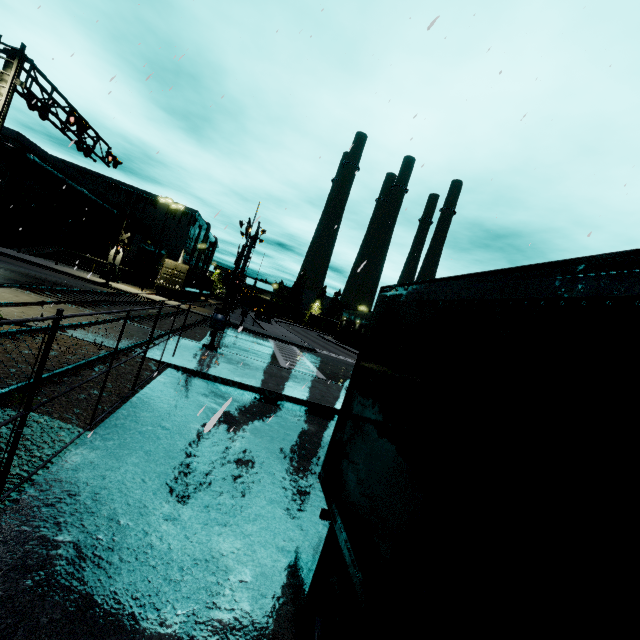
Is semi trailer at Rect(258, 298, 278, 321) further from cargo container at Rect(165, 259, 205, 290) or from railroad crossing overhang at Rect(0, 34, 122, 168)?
railroad crossing overhang at Rect(0, 34, 122, 168)

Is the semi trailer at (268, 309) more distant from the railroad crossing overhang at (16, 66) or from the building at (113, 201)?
the railroad crossing overhang at (16, 66)

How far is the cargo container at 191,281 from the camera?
35.6 meters

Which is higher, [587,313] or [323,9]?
[323,9]

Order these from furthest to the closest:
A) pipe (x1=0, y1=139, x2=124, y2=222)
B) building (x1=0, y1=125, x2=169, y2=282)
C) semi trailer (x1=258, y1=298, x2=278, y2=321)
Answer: semi trailer (x1=258, y1=298, x2=278, y2=321) < building (x1=0, y1=125, x2=169, y2=282) < pipe (x1=0, y1=139, x2=124, y2=222)

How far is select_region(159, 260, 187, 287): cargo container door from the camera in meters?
35.2

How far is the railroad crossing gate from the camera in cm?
1460

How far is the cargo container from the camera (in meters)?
35.59
